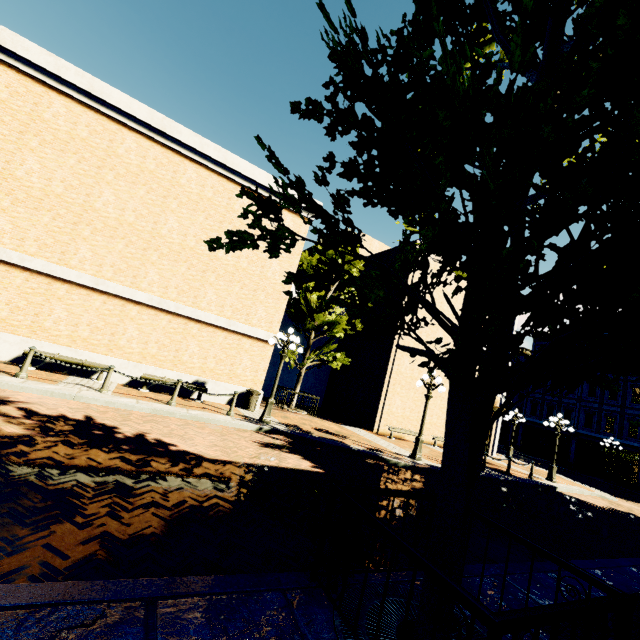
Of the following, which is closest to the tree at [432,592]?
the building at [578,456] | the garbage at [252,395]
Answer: the building at [578,456]

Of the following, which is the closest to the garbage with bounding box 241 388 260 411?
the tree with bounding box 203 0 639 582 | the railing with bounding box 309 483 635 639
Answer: the tree with bounding box 203 0 639 582

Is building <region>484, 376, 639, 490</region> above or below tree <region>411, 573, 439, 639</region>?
above

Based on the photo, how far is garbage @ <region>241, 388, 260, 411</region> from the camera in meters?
13.6 m

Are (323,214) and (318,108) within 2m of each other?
yes

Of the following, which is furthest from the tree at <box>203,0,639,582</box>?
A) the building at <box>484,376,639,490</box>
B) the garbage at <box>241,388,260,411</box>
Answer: the garbage at <box>241,388,260,411</box>

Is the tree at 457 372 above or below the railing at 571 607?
above
